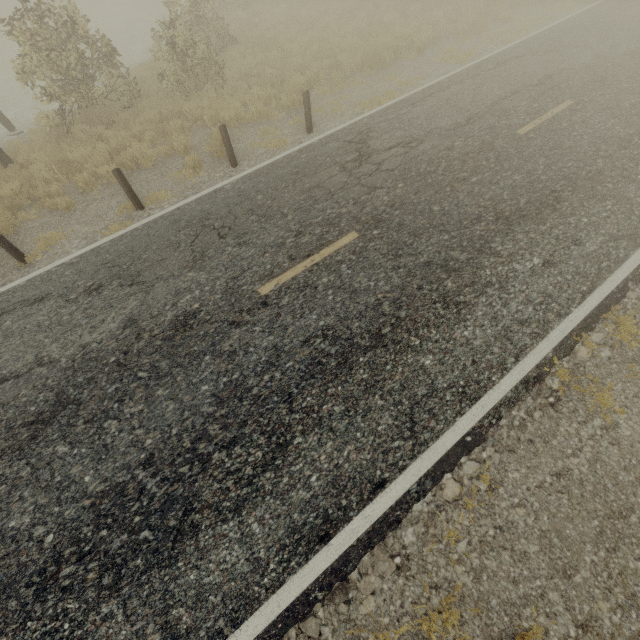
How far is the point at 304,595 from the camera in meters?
3.4 m
